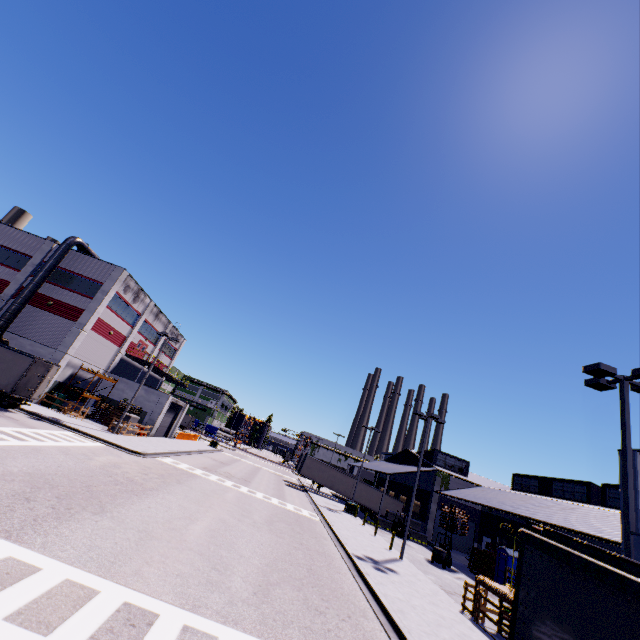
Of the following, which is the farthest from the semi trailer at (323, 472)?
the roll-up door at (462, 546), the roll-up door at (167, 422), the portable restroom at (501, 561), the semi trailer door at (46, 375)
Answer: the portable restroom at (501, 561)

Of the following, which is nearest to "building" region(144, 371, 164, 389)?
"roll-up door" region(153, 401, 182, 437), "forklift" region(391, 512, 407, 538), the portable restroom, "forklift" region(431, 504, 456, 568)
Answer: "roll-up door" region(153, 401, 182, 437)

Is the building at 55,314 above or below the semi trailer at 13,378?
above

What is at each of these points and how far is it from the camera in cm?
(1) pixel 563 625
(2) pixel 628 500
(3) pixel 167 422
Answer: (1) semi trailer, 267
(2) light, 956
(3) roll-up door, 4141

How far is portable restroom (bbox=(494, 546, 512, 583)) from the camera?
25.11m

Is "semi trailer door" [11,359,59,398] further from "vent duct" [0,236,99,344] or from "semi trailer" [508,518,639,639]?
"vent duct" [0,236,99,344]

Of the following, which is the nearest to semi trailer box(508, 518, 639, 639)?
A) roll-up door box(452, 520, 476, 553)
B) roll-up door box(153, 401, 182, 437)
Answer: roll-up door box(452, 520, 476, 553)

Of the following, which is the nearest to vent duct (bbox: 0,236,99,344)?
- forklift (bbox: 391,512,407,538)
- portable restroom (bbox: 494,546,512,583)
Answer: forklift (bbox: 391,512,407,538)
